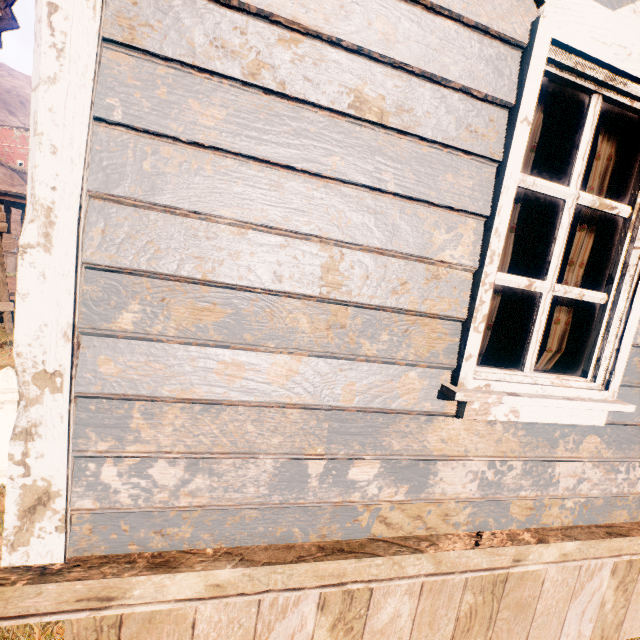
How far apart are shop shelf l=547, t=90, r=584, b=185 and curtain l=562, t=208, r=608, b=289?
0.2 meters

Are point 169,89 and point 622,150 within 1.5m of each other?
no

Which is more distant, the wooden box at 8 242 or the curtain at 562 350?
the wooden box at 8 242

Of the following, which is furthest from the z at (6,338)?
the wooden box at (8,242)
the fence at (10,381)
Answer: the wooden box at (8,242)

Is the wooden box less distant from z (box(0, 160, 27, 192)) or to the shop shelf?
z (box(0, 160, 27, 192))

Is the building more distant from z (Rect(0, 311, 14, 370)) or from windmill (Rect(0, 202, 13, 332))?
windmill (Rect(0, 202, 13, 332))

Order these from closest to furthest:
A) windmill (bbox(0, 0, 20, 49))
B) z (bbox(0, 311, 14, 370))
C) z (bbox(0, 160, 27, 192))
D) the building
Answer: the building, z (bbox(0, 311, 14, 370)), windmill (bbox(0, 0, 20, 49)), z (bbox(0, 160, 27, 192))
